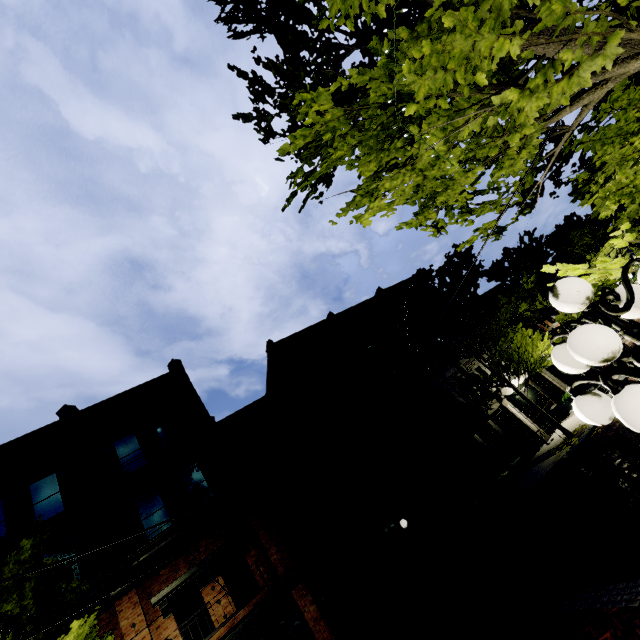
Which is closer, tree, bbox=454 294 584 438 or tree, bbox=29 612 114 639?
tree, bbox=29 612 114 639

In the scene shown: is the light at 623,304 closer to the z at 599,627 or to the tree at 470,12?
the z at 599,627

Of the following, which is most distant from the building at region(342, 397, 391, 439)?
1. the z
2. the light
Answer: A: the light

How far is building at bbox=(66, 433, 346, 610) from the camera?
11.3m

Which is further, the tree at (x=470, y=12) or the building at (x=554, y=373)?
the building at (x=554, y=373)

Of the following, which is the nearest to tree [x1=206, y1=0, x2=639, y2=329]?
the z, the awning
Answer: the z

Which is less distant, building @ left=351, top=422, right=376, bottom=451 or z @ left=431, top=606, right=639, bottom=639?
z @ left=431, top=606, right=639, bottom=639

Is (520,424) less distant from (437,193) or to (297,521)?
(297,521)
